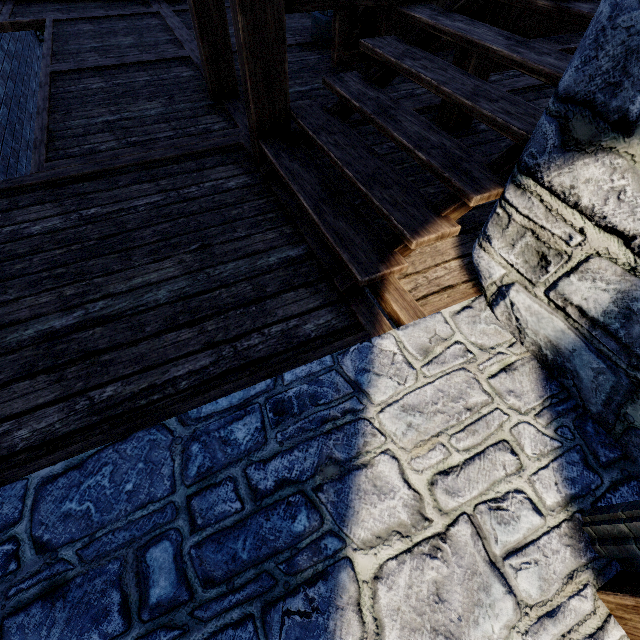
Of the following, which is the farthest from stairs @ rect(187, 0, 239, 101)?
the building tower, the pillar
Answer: the pillar

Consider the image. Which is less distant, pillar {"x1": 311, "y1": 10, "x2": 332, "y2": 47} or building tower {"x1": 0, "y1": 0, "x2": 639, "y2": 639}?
building tower {"x1": 0, "y1": 0, "x2": 639, "y2": 639}

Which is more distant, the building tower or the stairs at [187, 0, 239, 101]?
the stairs at [187, 0, 239, 101]

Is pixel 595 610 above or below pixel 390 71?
below

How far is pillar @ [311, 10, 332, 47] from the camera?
5.23m

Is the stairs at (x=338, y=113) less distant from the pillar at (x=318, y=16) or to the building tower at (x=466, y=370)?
the building tower at (x=466, y=370)
